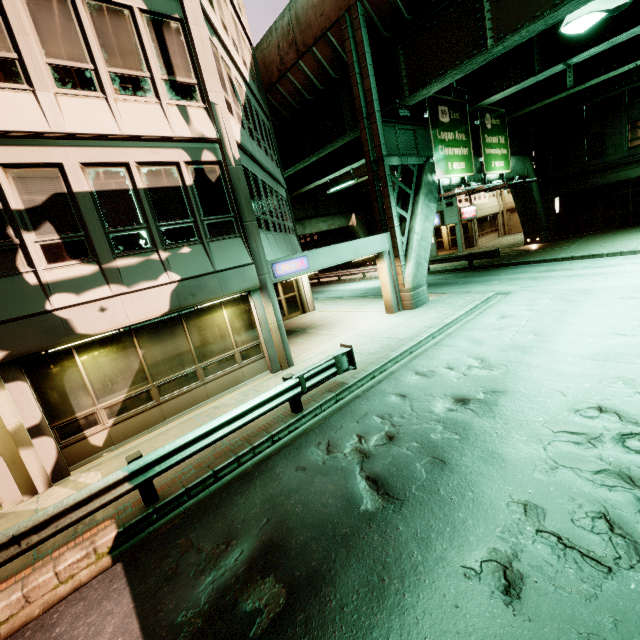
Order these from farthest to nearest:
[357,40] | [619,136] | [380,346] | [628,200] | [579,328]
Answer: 1. [628,200]
2. [619,136]
3. [357,40]
4. [380,346]
5. [579,328]

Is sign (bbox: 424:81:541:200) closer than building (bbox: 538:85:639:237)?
Yes

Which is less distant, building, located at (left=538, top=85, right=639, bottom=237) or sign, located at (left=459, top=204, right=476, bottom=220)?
building, located at (left=538, top=85, right=639, bottom=237)

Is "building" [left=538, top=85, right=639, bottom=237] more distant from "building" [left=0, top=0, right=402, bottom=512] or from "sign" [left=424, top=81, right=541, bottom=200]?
"building" [left=0, top=0, right=402, bottom=512]

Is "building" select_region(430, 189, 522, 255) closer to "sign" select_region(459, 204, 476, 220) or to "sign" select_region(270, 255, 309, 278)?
"sign" select_region(459, 204, 476, 220)

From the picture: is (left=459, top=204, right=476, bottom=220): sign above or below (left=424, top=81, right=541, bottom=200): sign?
below

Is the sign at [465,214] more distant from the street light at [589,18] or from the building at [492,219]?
the street light at [589,18]

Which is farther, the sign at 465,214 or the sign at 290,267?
the sign at 465,214
